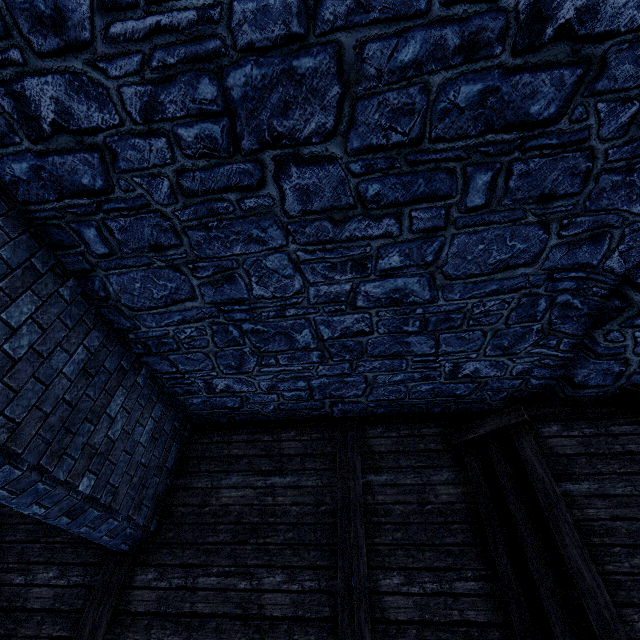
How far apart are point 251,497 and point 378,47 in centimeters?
506cm

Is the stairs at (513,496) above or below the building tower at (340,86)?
below

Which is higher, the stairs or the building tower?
the building tower

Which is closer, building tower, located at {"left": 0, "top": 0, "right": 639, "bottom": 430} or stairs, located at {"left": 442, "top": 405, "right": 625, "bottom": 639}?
building tower, located at {"left": 0, "top": 0, "right": 639, "bottom": 430}

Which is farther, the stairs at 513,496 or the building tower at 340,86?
the stairs at 513,496
